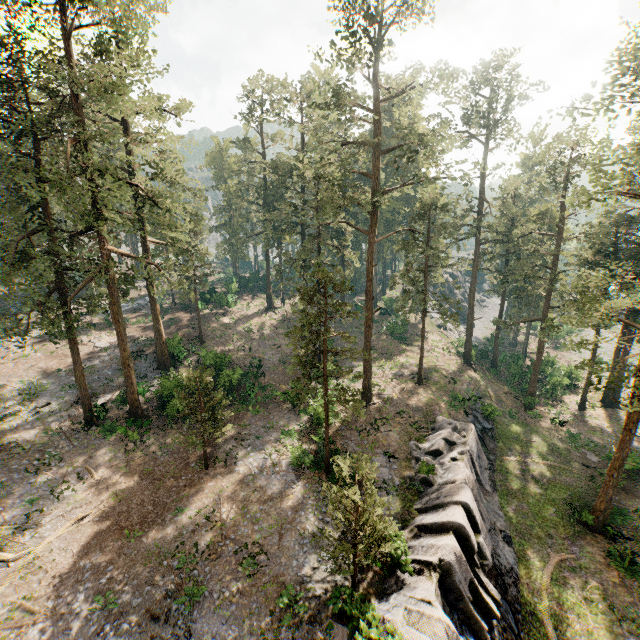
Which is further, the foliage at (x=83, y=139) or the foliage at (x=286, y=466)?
Answer: the foliage at (x=286, y=466)

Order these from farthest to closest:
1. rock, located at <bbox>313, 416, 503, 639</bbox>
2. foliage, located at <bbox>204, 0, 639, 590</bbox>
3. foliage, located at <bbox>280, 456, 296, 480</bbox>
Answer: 1. foliage, located at <bbox>280, 456, 296, 480</bbox>
2. foliage, located at <bbox>204, 0, 639, 590</bbox>
3. rock, located at <bbox>313, 416, 503, 639</bbox>

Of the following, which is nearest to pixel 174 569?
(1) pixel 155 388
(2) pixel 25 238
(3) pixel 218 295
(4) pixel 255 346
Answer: (1) pixel 155 388

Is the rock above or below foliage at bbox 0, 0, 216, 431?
below

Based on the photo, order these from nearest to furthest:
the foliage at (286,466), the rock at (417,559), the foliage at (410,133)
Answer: the rock at (417,559), the foliage at (410,133), the foliage at (286,466)

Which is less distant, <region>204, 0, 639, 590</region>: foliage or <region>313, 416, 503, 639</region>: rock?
<region>313, 416, 503, 639</region>: rock

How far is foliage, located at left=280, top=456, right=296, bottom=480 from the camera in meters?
21.5 m

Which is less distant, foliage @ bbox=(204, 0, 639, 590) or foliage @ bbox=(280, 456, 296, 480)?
foliage @ bbox=(204, 0, 639, 590)
